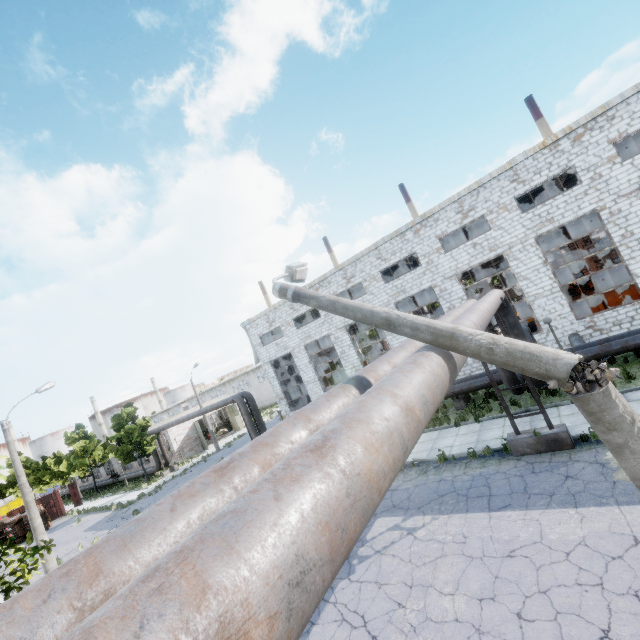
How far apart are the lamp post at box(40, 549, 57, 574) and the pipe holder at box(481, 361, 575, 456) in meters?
20.7 m

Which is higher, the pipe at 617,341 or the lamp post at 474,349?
the lamp post at 474,349

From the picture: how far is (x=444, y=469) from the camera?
12.0 meters

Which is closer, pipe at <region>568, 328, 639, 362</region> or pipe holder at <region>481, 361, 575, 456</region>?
pipe holder at <region>481, 361, 575, 456</region>

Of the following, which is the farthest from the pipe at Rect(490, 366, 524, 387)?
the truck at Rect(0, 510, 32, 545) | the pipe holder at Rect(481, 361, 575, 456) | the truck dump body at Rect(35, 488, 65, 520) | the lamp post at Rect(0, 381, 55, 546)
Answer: the truck dump body at Rect(35, 488, 65, 520)

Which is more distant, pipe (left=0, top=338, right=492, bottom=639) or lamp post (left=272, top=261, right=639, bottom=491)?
lamp post (left=272, top=261, right=639, bottom=491)

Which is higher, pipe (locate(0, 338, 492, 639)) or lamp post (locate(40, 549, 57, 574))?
pipe (locate(0, 338, 492, 639))

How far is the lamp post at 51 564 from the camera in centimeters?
1502cm
